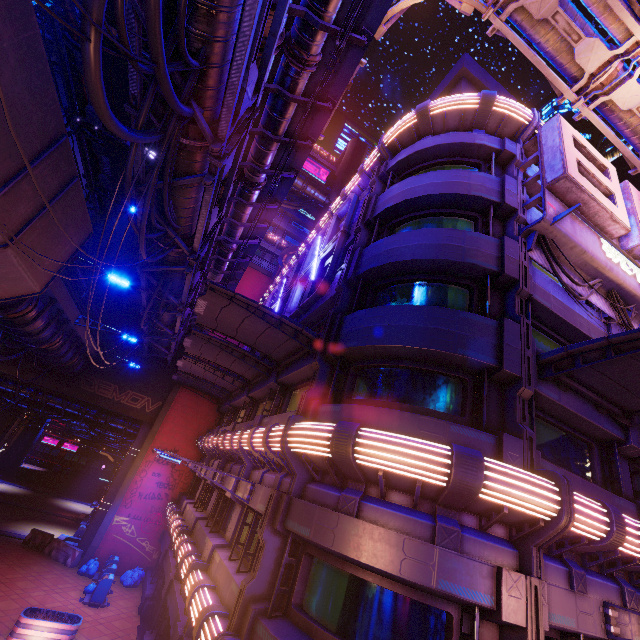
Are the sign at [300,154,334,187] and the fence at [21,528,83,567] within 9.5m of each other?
no

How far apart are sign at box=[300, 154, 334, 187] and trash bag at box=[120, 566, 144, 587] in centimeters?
4325cm

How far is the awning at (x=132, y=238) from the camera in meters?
20.9

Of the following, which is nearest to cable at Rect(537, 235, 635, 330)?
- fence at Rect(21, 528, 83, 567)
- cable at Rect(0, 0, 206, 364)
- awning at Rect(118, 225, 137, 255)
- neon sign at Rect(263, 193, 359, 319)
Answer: neon sign at Rect(263, 193, 359, 319)

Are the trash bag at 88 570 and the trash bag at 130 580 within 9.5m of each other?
yes

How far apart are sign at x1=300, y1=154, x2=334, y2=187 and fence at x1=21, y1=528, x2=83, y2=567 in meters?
43.2

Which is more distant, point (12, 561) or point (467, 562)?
point (12, 561)

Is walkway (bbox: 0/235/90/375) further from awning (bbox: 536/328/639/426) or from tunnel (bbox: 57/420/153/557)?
awning (bbox: 536/328/639/426)
